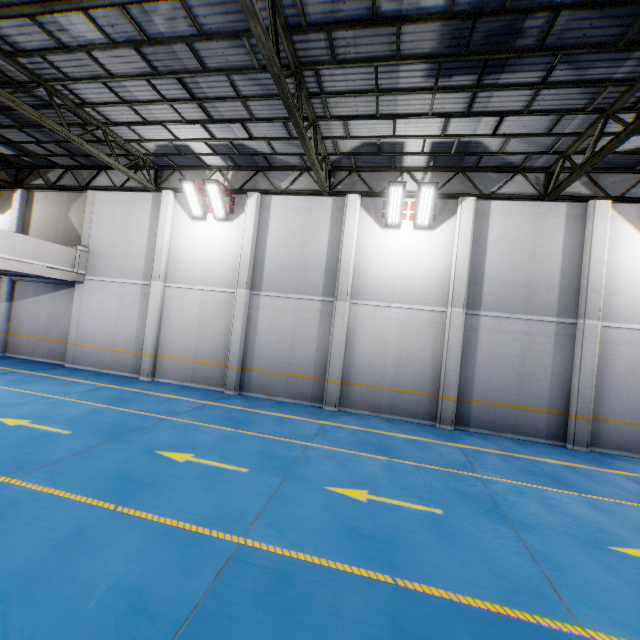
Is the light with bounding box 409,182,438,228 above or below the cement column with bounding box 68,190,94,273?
above

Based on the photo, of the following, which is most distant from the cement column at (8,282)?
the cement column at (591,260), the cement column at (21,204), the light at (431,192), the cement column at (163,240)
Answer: the cement column at (591,260)

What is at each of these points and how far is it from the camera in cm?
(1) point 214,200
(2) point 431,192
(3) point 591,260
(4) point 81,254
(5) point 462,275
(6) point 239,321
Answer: (1) light, 1251
(2) light, 1053
(3) cement column, 1022
(4) cement column, 1408
(5) cement column, 1097
(6) cement column, 1253

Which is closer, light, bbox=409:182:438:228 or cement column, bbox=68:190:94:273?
light, bbox=409:182:438:228

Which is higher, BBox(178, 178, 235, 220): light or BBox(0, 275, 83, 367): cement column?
BBox(178, 178, 235, 220): light

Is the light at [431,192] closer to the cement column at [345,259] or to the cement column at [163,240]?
the cement column at [345,259]

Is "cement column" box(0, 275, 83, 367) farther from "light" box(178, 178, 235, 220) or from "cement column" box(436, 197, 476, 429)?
"cement column" box(436, 197, 476, 429)

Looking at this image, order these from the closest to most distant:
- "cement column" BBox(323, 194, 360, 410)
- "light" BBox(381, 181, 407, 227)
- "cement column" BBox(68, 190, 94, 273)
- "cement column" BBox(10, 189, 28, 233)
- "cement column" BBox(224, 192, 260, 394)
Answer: "light" BBox(381, 181, 407, 227) < "cement column" BBox(323, 194, 360, 410) < "cement column" BBox(224, 192, 260, 394) < "cement column" BBox(68, 190, 94, 273) < "cement column" BBox(10, 189, 28, 233)
